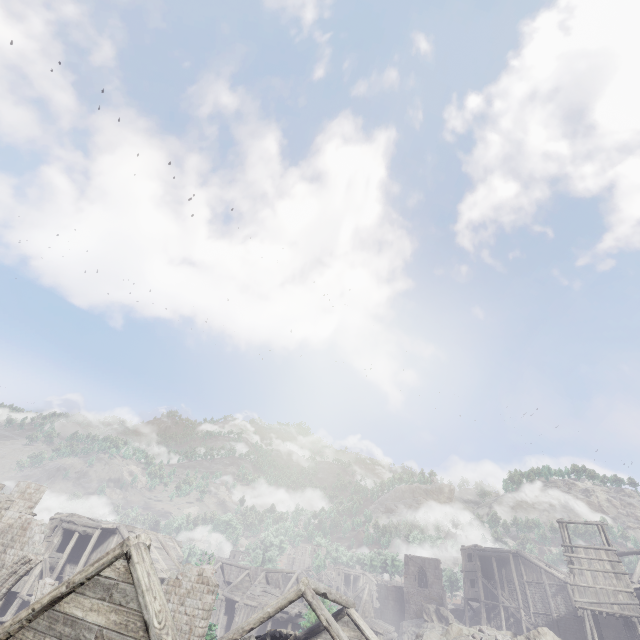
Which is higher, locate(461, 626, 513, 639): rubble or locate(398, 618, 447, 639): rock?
locate(461, 626, 513, 639): rubble

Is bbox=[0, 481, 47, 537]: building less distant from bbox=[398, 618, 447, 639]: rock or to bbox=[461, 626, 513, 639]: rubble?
bbox=[398, 618, 447, 639]: rock

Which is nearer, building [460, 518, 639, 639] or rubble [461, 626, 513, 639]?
rubble [461, 626, 513, 639]

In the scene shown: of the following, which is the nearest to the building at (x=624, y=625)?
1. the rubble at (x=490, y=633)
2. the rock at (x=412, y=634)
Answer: the rock at (x=412, y=634)

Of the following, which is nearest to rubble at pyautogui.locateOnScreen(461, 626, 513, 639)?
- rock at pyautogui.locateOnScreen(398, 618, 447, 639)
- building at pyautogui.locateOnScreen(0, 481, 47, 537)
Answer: rock at pyautogui.locateOnScreen(398, 618, 447, 639)

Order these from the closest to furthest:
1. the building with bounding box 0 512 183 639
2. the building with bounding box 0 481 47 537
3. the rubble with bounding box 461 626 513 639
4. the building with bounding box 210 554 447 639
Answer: the building with bounding box 0 512 183 639 → the building with bounding box 210 554 447 639 → the building with bounding box 0 481 47 537 → the rubble with bounding box 461 626 513 639

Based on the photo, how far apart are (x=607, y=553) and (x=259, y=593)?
35.40m
